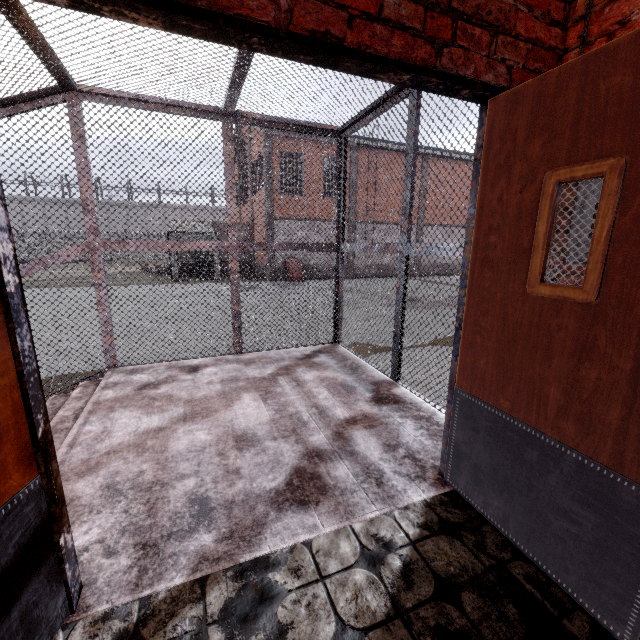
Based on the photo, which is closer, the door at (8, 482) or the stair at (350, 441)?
the door at (8, 482)

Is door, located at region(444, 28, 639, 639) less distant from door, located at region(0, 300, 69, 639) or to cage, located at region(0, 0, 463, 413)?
cage, located at region(0, 0, 463, 413)

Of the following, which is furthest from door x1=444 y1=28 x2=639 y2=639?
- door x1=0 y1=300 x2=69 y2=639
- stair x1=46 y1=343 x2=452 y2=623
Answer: door x1=0 y1=300 x2=69 y2=639

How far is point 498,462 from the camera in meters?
1.7 m

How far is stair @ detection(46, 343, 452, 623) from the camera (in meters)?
1.60

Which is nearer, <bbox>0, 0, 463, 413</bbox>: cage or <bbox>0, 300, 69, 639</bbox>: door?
<bbox>0, 300, 69, 639</bbox>: door

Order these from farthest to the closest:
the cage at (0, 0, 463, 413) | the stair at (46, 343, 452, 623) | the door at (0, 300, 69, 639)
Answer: the cage at (0, 0, 463, 413), the stair at (46, 343, 452, 623), the door at (0, 300, 69, 639)

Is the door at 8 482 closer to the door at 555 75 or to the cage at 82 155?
the cage at 82 155
